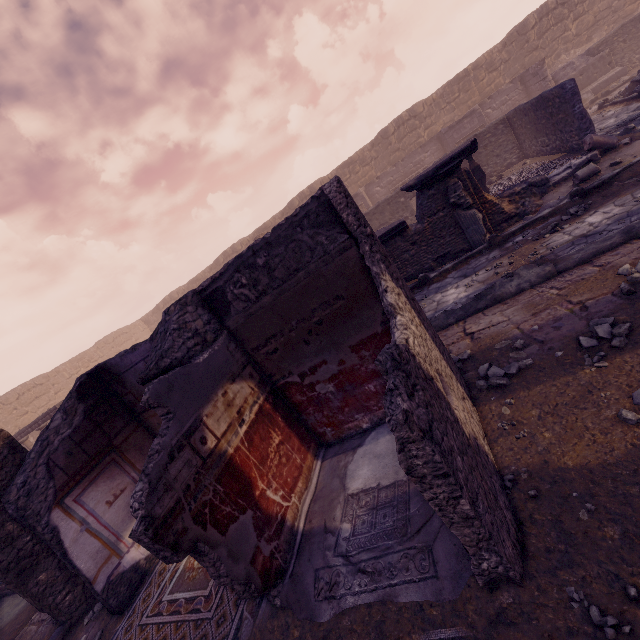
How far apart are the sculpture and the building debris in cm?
924

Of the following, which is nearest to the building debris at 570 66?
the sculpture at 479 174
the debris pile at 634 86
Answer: the debris pile at 634 86

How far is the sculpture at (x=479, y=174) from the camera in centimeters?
1043cm

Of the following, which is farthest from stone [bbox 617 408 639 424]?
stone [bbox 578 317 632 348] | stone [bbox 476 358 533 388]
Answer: stone [bbox 476 358 533 388]

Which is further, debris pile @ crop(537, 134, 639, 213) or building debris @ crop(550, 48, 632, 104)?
building debris @ crop(550, 48, 632, 104)

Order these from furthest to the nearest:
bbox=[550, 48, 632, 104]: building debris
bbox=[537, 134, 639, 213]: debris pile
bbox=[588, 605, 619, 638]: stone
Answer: bbox=[550, 48, 632, 104]: building debris, bbox=[537, 134, 639, 213]: debris pile, bbox=[588, 605, 619, 638]: stone

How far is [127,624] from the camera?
3.9 meters

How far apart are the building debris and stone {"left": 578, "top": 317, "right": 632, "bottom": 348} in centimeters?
1753cm
